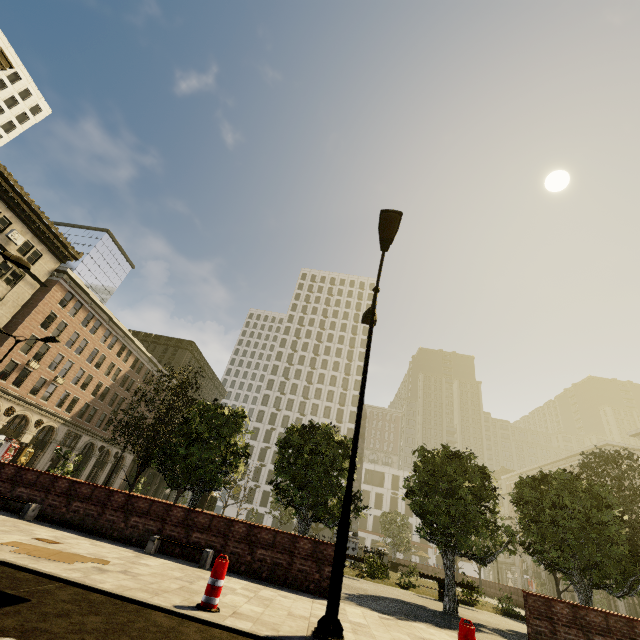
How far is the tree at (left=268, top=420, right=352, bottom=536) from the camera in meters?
13.2 m

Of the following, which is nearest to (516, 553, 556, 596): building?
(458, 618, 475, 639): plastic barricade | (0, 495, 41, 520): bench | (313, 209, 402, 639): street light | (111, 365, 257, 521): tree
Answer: (111, 365, 257, 521): tree

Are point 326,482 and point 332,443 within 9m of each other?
yes

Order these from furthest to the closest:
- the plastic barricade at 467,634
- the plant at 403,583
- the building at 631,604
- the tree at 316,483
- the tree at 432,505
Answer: the building at 631,604 < the plant at 403,583 < the tree at 316,483 < the tree at 432,505 < the plastic barricade at 467,634

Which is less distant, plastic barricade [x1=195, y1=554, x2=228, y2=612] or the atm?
plastic barricade [x1=195, y1=554, x2=228, y2=612]

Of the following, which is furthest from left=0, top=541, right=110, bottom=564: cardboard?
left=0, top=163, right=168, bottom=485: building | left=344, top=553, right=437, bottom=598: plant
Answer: left=344, top=553, right=437, bottom=598: plant

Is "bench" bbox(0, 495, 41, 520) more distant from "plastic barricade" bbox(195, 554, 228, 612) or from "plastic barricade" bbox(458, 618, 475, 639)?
"plastic barricade" bbox(458, 618, 475, 639)

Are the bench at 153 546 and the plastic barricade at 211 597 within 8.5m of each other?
yes
